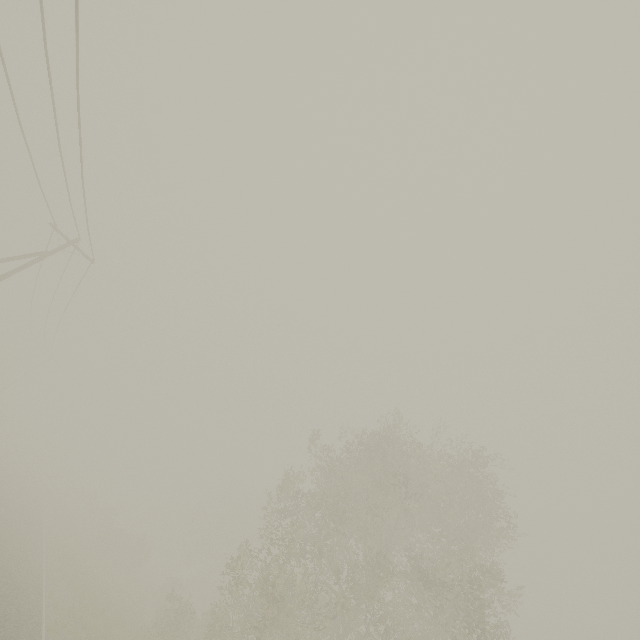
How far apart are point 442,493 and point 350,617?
8.4m
